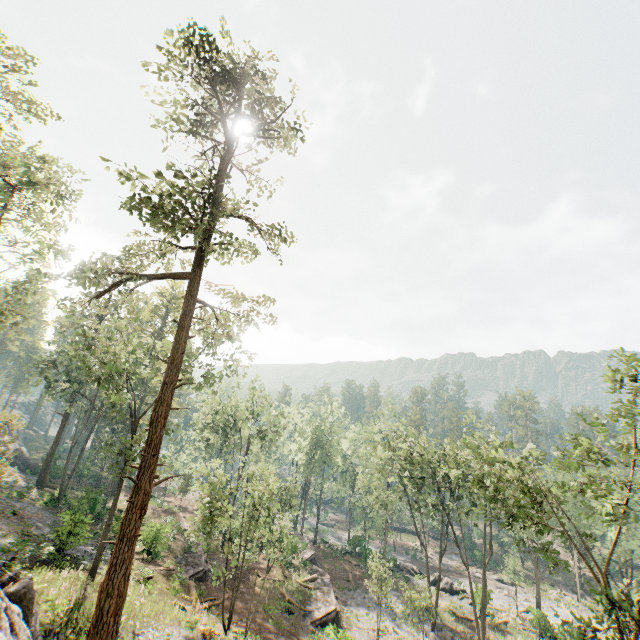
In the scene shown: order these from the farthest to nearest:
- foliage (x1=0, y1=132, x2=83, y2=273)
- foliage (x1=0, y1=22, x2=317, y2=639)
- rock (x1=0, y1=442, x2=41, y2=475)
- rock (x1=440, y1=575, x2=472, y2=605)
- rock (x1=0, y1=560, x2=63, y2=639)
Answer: rock (x1=0, y1=442, x2=41, y2=475), rock (x1=440, y1=575, x2=472, y2=605), foliage (x1=0, y1=132, x2=83, y2=273), foliage (x1=0, y1=22, x2=317, y2=639), rock (x1=0, y1=560, x2=63, y2=639)

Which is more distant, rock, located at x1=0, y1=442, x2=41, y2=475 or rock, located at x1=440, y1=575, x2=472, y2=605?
rock, located at x1=0, y1=442, x2=41, y2=475

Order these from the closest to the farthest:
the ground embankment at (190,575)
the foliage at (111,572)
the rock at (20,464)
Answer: the foliage at (111,572)
the ground embankment at (190,575)
the rock at (20,464)

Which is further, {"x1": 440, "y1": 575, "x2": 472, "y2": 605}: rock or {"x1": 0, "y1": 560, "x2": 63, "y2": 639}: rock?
{"x1": 440, "y1": 575, "x2": 472, "y2": 605}: rock

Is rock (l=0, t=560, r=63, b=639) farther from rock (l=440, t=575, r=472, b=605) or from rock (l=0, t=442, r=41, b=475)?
rock (l=0, t=442, r=41, b=475)

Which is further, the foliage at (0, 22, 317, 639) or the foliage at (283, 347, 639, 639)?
the foliage at (283, 347, 639, 639)

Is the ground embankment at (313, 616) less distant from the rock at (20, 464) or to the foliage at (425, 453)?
the foliage at (425, 453)

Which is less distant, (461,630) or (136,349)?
(136,349)
